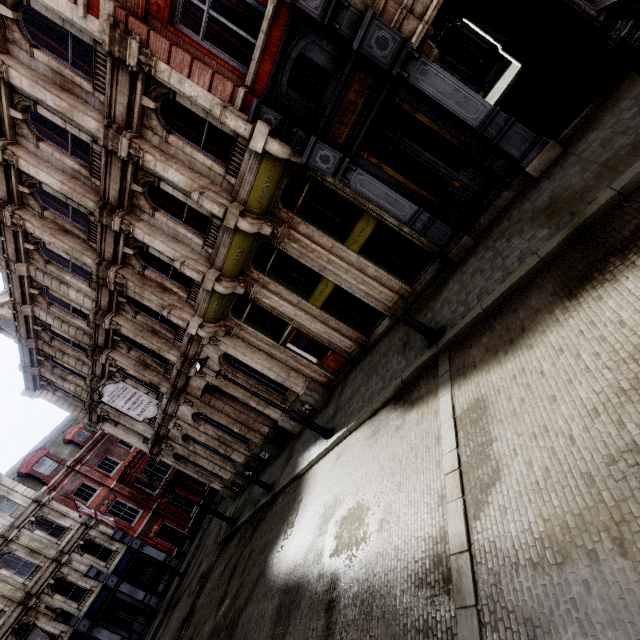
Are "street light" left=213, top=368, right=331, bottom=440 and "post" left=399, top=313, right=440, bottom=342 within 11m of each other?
yes

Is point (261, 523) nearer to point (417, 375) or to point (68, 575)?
point (417, 375)

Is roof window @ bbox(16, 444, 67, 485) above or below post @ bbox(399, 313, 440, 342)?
above

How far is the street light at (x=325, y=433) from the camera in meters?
9.8 m

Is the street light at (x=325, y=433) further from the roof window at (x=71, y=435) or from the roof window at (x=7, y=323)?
the roof window at (x=71, y=435)

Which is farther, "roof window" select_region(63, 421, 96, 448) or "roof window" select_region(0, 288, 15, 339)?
"roof window" select_region(63, 421, 96, 448)

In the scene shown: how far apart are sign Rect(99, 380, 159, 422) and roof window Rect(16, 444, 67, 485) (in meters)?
21.00

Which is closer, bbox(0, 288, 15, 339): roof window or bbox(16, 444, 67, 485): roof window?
bbox(0, 288, 15, 339): roof window
